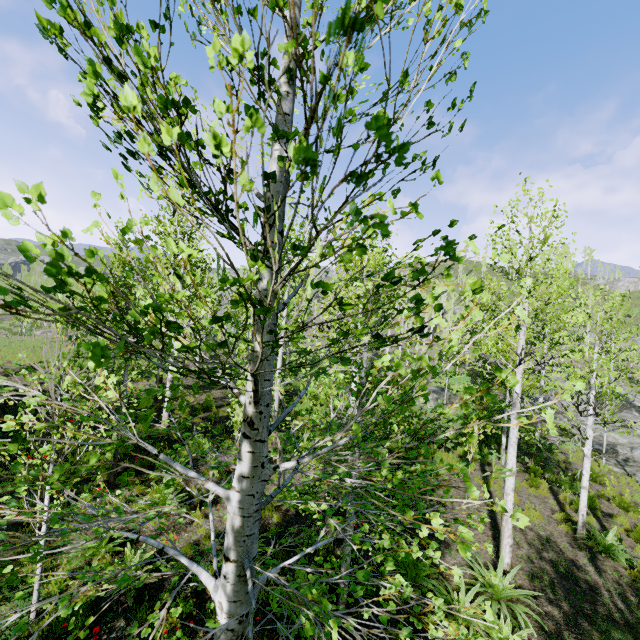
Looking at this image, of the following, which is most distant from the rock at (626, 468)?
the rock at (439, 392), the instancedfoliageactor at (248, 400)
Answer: the rock at (439, 392)

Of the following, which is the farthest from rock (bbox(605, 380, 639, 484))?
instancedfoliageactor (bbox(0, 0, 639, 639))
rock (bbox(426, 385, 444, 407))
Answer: rock (bbox(426, 385, 444, 407))

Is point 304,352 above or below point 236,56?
below

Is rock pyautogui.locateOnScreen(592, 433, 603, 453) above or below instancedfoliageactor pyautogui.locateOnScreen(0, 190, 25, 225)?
below

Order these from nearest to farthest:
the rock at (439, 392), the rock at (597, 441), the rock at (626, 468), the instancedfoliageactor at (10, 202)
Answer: the instancedfoliageactor at (10, 202), the rock at (626, 468), the rock at (597, 441), the rock at (439, 392)

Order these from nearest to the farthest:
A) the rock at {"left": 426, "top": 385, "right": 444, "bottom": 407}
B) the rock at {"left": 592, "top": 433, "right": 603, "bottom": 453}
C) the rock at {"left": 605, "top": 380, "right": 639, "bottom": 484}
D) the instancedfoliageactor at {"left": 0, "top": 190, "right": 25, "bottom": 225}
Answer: the instancedfoliageactor at {"left": 0, "top": 190, "right": 25, "bottom": 225} < the rock at {"left": 605, "top": 380, "right": 639, "bottom": 484} < the rock at {"left": 592, "top": 433, "right": 603, "bottom": 453} < the rock at {"left": 426, "top": 385, "right": 444, "bottom": 407}
